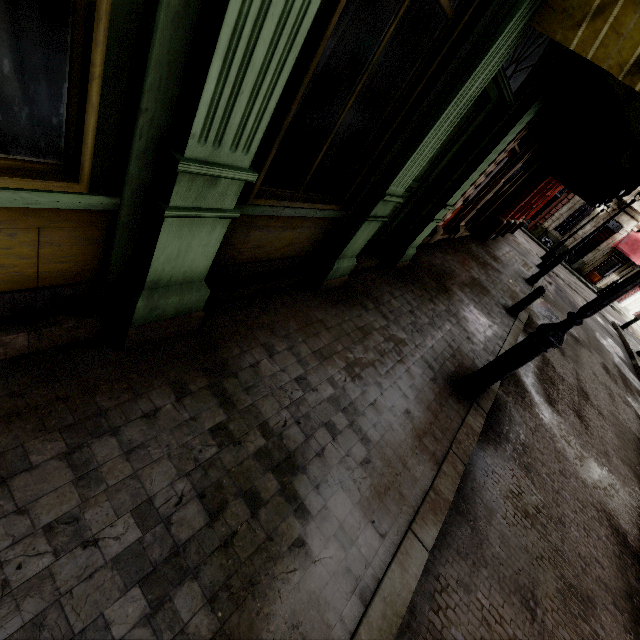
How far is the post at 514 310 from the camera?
8.0m

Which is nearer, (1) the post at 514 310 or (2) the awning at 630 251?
(1) the post at 514 310

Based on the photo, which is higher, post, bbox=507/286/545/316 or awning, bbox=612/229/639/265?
awning, bbox=612/229/639/265

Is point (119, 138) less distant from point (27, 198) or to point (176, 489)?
point (27, 198)

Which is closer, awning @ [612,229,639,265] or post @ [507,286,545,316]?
post @ [507,286,545,316]

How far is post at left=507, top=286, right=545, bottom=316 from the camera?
8.01m
